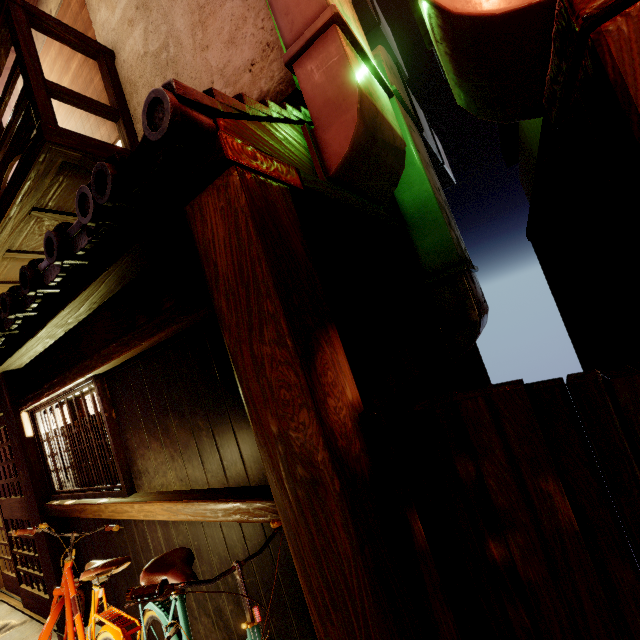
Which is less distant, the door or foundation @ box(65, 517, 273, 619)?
foundation @ box(65, 517, 273, 619)

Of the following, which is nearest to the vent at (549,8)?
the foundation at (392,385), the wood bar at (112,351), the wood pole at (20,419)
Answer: the foundation at (392,385)

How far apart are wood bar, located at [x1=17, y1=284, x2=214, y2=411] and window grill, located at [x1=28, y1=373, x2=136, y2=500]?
0.0m

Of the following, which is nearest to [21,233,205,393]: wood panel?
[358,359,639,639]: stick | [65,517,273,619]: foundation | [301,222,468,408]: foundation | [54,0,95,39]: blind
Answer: [301,222,468,408]: foundation

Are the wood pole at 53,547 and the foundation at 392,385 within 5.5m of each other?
no

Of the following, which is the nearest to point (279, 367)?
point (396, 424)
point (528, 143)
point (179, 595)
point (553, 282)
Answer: point (396, 424)

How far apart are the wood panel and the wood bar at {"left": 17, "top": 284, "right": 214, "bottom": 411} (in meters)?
0.01

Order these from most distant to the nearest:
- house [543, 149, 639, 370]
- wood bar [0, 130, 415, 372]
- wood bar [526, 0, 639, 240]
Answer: house [543, 149, 639, 370] < wood bar [0, 130, 415, 372] < wood bar [526, 0, 639, 240]
